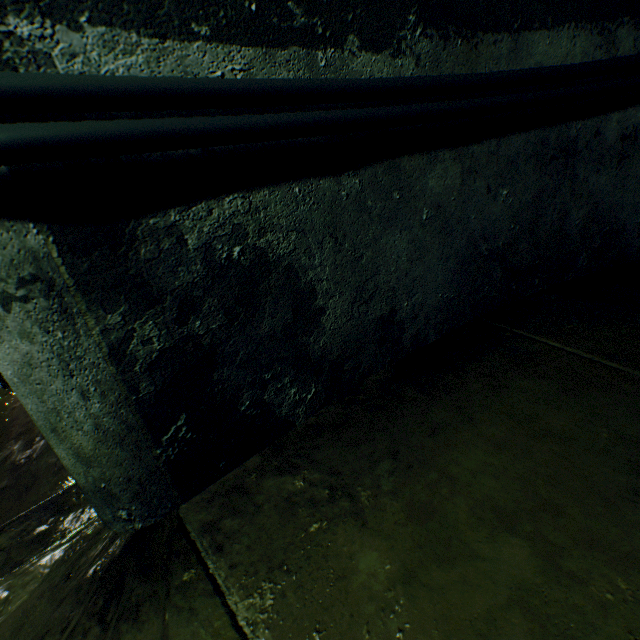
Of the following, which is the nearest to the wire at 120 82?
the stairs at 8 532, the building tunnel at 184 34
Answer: the building tunnel at 184 34

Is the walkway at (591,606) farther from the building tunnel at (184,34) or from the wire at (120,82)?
the wire at (120,82)

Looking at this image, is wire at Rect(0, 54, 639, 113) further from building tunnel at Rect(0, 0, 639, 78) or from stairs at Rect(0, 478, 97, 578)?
stairs at Rect(0, 478, 97, 578)

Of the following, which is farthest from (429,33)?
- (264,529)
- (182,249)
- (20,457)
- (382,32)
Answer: (20,457)

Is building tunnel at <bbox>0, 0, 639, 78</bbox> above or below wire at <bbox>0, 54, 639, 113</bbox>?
above

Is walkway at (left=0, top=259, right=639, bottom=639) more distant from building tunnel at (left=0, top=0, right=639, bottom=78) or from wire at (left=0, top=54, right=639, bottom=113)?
wire at (left=0, top=54, right=639, bottom=113)

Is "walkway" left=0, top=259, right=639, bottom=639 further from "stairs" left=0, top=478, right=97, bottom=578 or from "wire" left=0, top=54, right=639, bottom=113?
"wire" left=0, top=54, right=639, bottom=113
